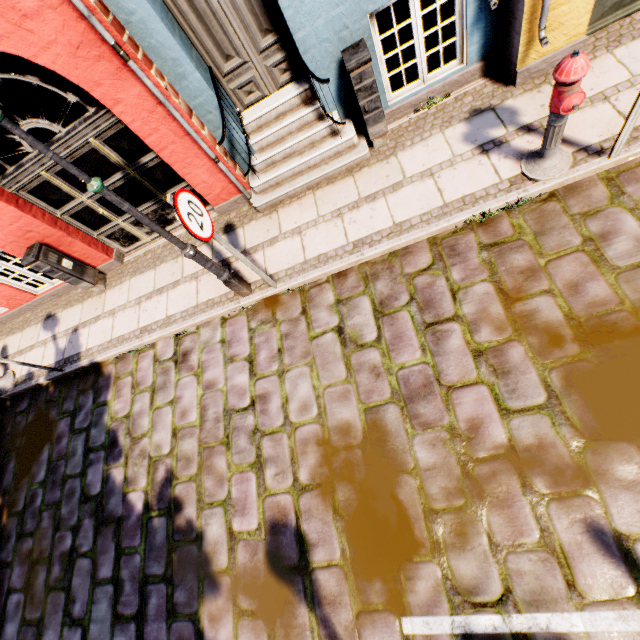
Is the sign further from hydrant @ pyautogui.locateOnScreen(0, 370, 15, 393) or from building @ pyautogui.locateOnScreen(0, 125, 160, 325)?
building @ pyautogui.locateOnScreen(0, 125, 160, 325)

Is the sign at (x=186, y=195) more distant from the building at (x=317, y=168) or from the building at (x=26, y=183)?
the building at (x=26, y=183)

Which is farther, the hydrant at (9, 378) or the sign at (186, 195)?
the hydrant at (9, 378)

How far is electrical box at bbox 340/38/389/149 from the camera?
3.7 meters

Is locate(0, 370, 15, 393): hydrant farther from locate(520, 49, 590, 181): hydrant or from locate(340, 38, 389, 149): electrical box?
locate(520, 49, 590, 181): hydrant

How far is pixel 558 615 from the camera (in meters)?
2.56

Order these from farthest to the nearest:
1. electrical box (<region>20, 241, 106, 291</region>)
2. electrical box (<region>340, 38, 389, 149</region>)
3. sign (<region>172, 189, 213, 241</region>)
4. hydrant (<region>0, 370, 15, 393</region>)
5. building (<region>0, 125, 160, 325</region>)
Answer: hydrant (<region>0, 370, 15, 393</region>), electrical box (<region>20, 241, 106, 291</region>), building (<region>0, 125, 160, 325</region>), electrical box (<region>340, 38, 389, 149</region>), sign (<region>172, 189, 213, 241</region>)

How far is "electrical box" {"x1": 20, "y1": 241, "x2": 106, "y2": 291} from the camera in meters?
5.5 m
